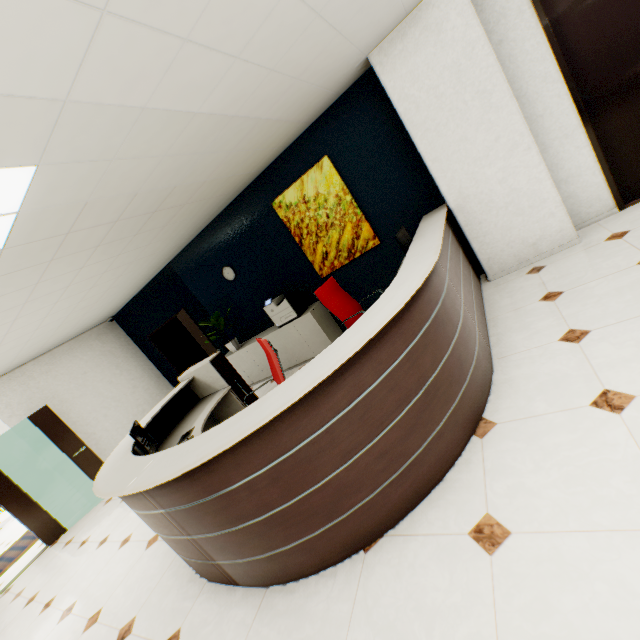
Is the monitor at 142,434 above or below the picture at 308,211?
below

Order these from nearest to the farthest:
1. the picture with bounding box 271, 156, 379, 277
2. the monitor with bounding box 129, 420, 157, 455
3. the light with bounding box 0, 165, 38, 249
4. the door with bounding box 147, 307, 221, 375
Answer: the light with bounding box 0, 165, 38, 249 → the monitor with bounding box 129, 420, 157, 455 → the picture with bounding box 271, 156, 379, 277 → the door with bounding box 147, 307, 221, 375

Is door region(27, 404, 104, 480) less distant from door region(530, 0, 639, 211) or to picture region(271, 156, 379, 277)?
picture region(271, 156, 379, 277)

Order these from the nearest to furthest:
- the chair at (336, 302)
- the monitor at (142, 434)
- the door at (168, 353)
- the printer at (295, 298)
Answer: the monitor at (142, 434) → the chair at (336, 302) → the printer at (295, 298) → the door at (168, 353)

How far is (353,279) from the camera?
5.28m

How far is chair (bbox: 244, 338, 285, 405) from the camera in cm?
333

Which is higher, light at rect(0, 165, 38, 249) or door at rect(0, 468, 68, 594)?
light at rect(0, 165, 38, 249)

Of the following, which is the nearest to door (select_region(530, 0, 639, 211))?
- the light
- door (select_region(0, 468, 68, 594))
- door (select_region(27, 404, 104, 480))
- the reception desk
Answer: the reception desk
